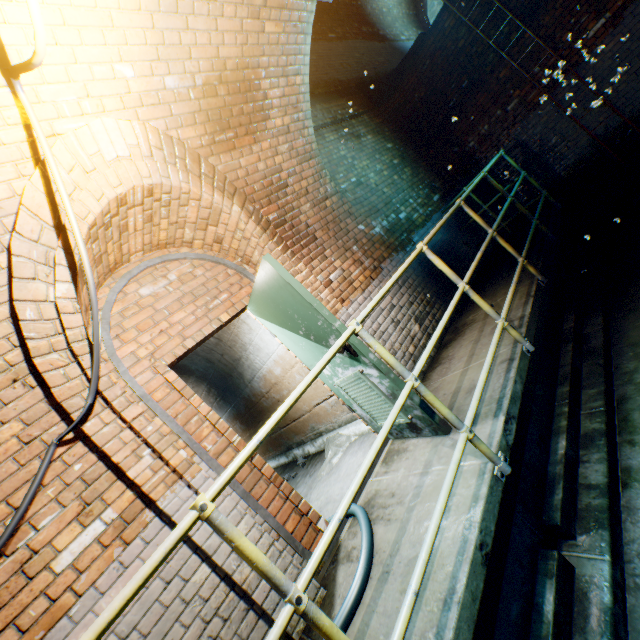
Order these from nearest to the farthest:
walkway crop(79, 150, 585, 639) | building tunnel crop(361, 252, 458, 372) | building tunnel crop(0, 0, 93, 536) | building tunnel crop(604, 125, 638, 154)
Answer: walkway crop(79, 150, 585, 639) < building tunnel crop(0, 0, 93, 536) < building tunnel crop(361, 252, 458, 372) < building tunnel crop(604, 125, 638, 154)

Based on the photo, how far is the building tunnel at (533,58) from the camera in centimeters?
589cm

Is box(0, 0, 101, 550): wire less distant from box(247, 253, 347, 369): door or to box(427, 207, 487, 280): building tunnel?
box(427, 207, 487, 280): building tunnel

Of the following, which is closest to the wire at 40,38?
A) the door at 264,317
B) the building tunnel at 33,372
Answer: the building tunnel at 33,372

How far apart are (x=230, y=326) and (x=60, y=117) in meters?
3.0

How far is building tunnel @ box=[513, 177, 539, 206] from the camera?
7.11m

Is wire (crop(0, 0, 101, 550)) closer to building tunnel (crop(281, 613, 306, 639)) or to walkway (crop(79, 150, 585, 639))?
building tunnel (crop(281, 613, 306, 639))

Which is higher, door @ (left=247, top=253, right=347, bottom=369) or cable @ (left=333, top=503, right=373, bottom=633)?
door @ (left=247, top=253, right=347, bottom=369)
